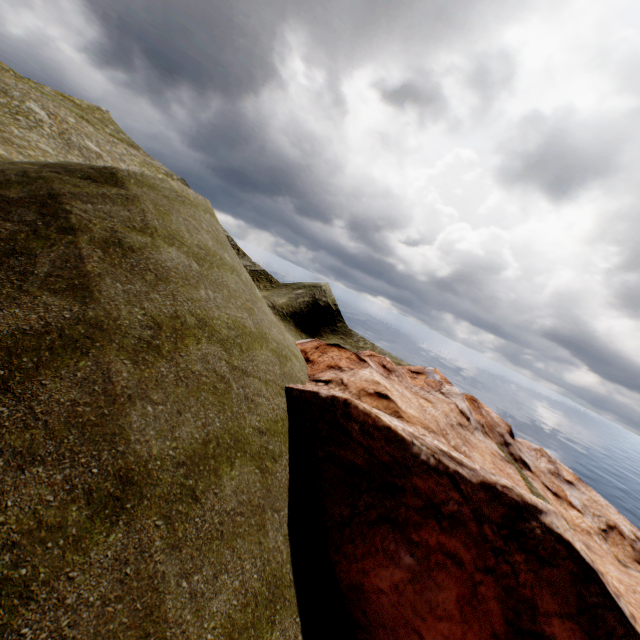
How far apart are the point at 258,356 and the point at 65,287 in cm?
605
